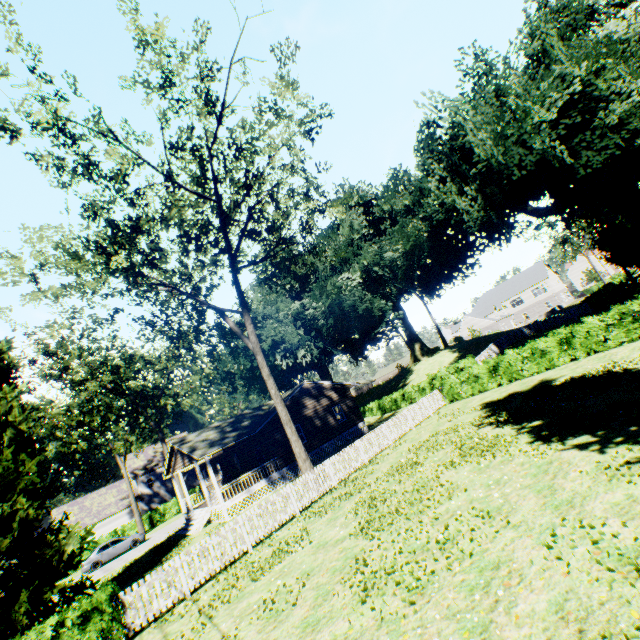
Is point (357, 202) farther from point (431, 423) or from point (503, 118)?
point (431, 423)

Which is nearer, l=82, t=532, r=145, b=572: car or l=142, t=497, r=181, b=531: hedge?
l=82, t=532, r=145, b=572: car

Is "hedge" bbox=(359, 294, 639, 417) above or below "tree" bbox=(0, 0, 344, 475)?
below

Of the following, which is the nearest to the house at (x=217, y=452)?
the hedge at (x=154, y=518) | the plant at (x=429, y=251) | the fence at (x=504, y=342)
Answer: the plant at (x=429, y=251)

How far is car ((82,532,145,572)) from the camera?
27.31m

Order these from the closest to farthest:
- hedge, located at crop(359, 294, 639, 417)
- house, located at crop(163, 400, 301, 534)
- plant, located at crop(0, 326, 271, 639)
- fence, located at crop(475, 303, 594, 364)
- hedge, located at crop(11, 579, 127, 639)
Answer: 1. hedge, located at crop(11, 579, 127, 639)
2. plant, located at crop(0, 326, 271, 639)
3. hedge, located at crop(359, 294, 639, 417)
4. house, located at crop(163, 400, 301, 534)
5. fence, located at crop(475, 303, 594, 364)

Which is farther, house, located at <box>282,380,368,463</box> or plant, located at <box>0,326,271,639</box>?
house, located at <box>282,380,368,463</box>

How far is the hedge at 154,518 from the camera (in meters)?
37.94
